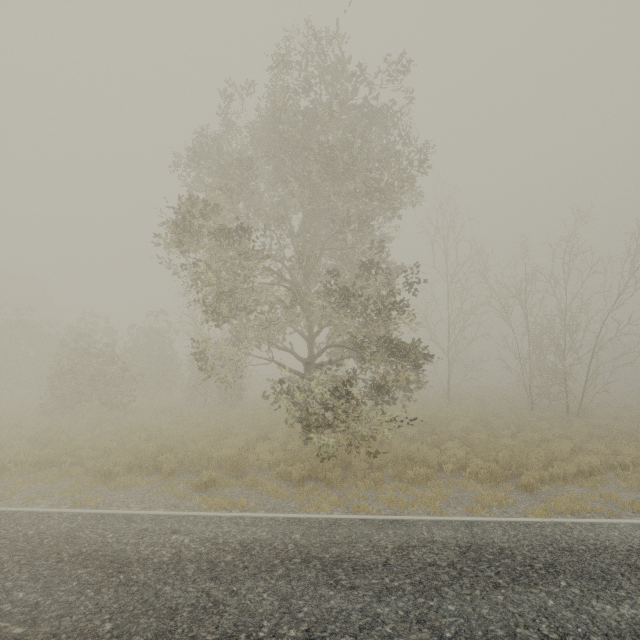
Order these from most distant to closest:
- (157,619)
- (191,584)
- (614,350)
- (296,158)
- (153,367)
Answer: (614,350), (153,367), (296,158), (191,584), (157,619)
